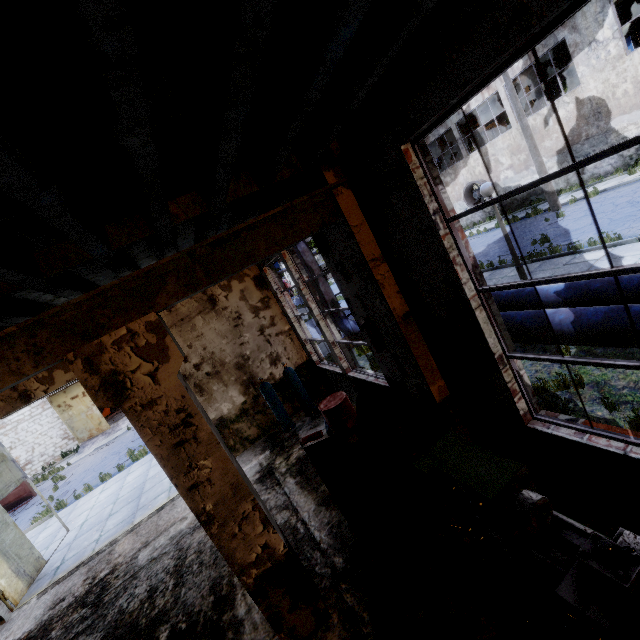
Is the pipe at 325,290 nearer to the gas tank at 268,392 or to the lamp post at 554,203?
the gas tank at 268,392

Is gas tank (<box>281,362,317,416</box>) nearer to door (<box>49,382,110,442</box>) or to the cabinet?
the cabinet

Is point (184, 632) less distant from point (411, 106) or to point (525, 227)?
point (411, 106)

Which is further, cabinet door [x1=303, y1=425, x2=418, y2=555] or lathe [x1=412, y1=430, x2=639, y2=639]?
cabinet door [x1=303, y1=425, x2=418, y2=555]

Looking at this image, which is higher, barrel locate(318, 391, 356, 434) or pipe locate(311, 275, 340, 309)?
pipe locate(311, 275, 340, 309)

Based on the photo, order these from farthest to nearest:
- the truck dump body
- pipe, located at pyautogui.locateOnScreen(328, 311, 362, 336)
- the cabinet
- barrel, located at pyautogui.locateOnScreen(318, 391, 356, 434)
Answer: the truck dump body → pipe, located at pyautogui.locateOnScreen(328, 311, 362, 336) → barrel, located at pyautogui.locateOnScreen(318, 391, 356, 434) → the cabinet

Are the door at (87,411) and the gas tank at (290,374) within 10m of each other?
no

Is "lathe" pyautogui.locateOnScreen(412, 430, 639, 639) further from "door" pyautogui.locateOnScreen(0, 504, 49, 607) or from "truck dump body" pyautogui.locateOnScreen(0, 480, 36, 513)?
"truck dump body" pyautogui.locateOnScreen(0, 480, 36, 513)
